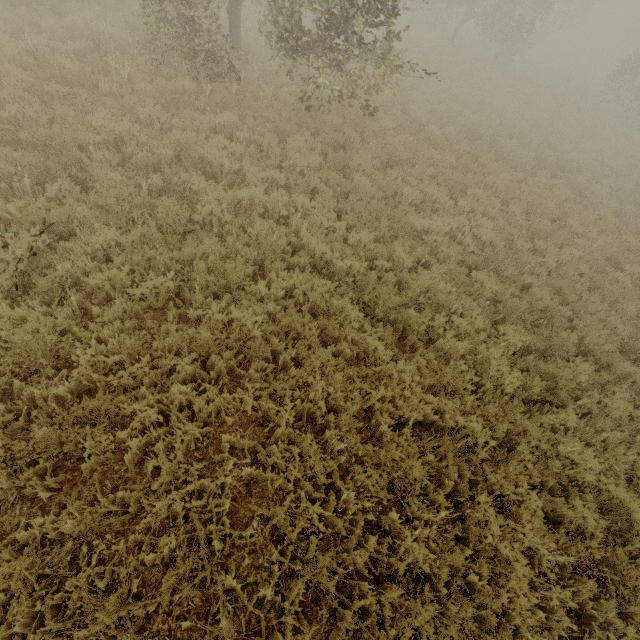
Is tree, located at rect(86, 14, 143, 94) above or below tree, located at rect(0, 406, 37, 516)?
above

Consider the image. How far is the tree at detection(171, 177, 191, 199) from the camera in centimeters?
617cm

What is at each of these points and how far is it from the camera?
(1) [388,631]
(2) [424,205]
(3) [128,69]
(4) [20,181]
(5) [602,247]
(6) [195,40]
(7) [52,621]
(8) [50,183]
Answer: (1) tree, 3.2m
(2) tree, 9.0m
(3) tree, 8.1m
(4) tree, 5.6m
(5) tree, 9.8m
(6) tree, 8.4m
(7) tree, 2.8m
(8) tree, 5.2m

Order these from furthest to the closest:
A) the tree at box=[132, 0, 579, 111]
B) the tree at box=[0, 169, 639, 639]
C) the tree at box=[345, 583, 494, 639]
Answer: the tree at box=[132, 0, 579, 111], the tree at box=[0, 169, 639, 639], the tree at box=[345, 583, 494, 639]

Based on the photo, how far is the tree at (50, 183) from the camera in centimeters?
525cm

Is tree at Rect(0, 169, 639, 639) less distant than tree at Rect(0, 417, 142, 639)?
No

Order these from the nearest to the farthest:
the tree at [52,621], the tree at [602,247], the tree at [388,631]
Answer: the tree at [52,621]
the tree at [388,631]
the tree at [602,247]
